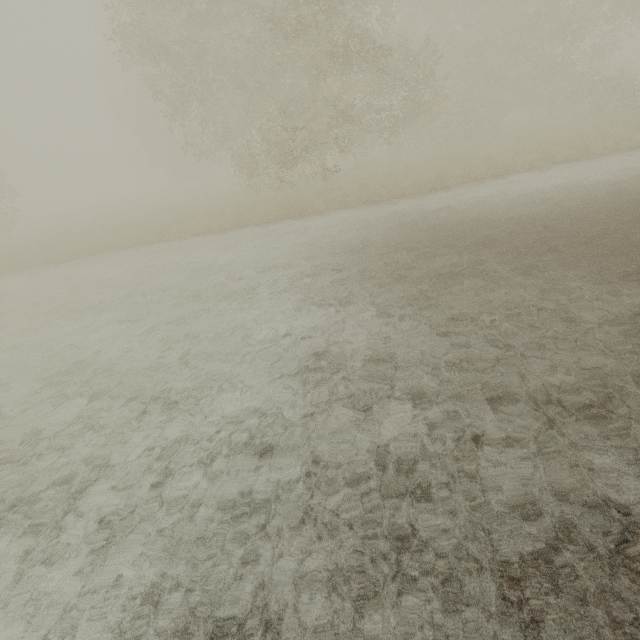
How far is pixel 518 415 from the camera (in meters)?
3.38
